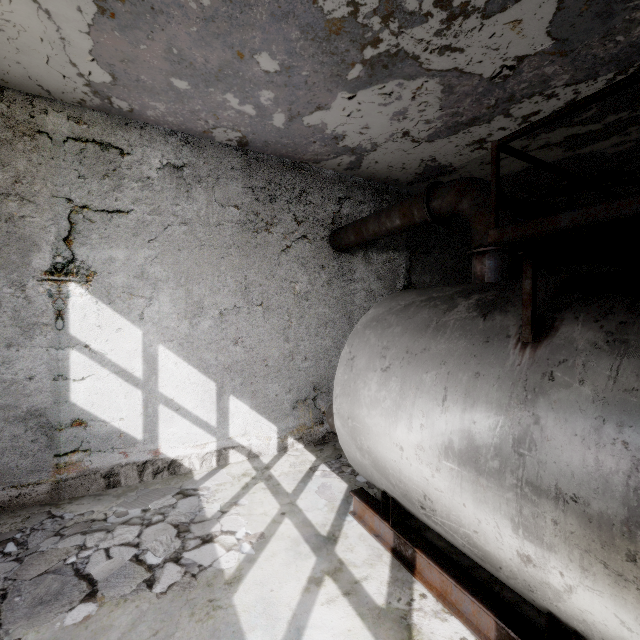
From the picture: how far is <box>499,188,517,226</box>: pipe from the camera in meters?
4.3 m

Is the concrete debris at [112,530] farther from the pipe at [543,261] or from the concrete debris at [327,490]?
the pipe at [543,261]

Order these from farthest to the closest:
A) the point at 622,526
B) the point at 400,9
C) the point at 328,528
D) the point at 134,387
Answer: the point at 134,387 < the point at 328,528 < the point at 400,9 < the point at 622,526

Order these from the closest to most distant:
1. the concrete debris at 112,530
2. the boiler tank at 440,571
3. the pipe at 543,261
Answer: the boiler tank at 440,571 < the concrete debris at 112,530 < the pipe at 543,261

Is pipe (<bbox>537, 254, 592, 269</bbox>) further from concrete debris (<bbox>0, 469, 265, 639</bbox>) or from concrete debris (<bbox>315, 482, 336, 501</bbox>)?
concrete debris (<bbox>0, 469, 265, 639</bbox>)

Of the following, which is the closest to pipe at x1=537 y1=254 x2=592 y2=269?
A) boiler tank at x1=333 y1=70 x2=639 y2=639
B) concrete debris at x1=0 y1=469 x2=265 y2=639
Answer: boiler tank at x1=333 y1=70 x2=639 y2=639
